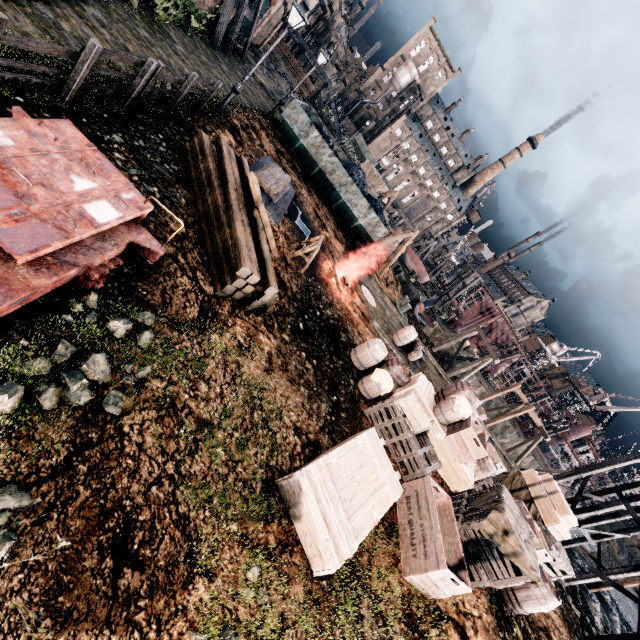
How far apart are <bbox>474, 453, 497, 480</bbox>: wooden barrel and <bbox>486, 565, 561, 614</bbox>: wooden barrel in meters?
3.4

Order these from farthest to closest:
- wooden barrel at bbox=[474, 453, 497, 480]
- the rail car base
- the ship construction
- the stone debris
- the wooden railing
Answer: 1. the ship construction
2. the stone debris
3. wooden barrel at bbox=[474, 453, 497, 480]
4. the wooden railing
5. the rail car base

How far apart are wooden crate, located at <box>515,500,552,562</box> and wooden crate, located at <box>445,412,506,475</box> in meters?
2.6 m

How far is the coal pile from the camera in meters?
22.2

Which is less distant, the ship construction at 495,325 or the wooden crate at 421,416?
the wooden crate at 421,416

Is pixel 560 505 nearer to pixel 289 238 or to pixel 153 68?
pixel 289 238

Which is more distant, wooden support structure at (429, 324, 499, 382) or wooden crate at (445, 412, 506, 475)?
wooden support structure at (429, 324, 499, 382)

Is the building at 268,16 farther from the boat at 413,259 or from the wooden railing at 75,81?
the boat at 413,259
